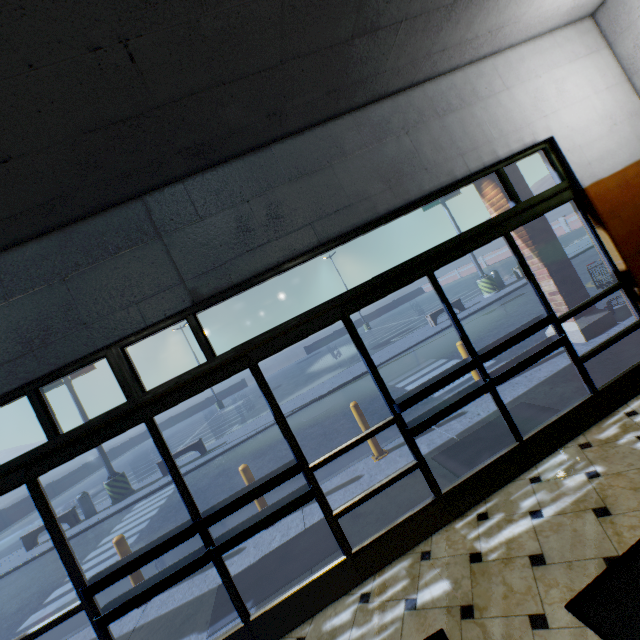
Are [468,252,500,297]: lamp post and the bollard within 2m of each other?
no

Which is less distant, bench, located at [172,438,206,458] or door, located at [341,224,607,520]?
door, located at [341,224,607,520]

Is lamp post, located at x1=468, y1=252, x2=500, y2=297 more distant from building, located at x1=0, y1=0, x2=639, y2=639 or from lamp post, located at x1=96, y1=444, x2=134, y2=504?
lamp post, located at x1=96, y1=444, x2=134, y2=504

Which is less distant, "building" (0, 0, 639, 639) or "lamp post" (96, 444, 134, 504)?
"building" (0, 0, 639, 639)

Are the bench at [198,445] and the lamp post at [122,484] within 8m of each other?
yes

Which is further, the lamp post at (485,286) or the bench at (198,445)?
the lamp post at (485,286)

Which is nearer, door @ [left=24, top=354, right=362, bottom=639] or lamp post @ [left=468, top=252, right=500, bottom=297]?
door @ [left=24, top=354, right=362, bottom=639]

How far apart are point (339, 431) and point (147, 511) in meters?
6.5
